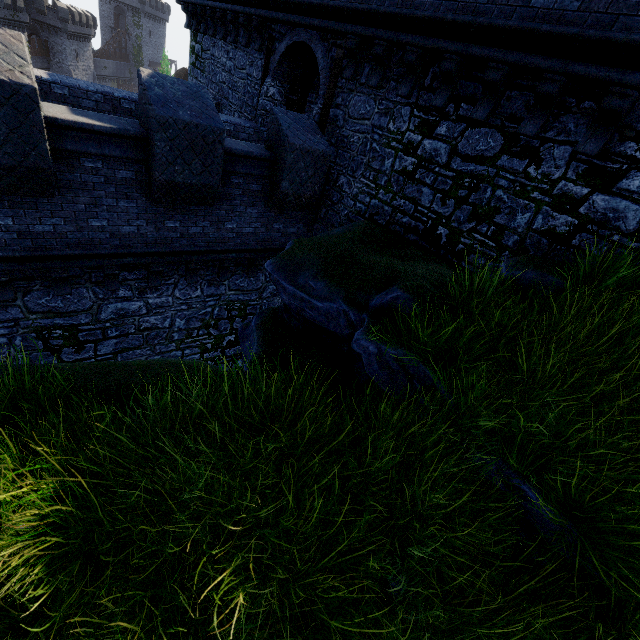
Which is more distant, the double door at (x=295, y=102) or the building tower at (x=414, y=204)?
the double door at (x=295, y=102)

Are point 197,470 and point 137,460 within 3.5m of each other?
yes

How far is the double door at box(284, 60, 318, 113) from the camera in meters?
11.1

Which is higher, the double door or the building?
the double door

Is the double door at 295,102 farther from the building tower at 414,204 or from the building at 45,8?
the building at 45,8

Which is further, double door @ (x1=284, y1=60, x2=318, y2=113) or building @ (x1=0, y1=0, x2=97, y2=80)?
building @ (x1=0, y1=0, x2=97, y2=80)

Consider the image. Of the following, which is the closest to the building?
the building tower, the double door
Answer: the building tower
